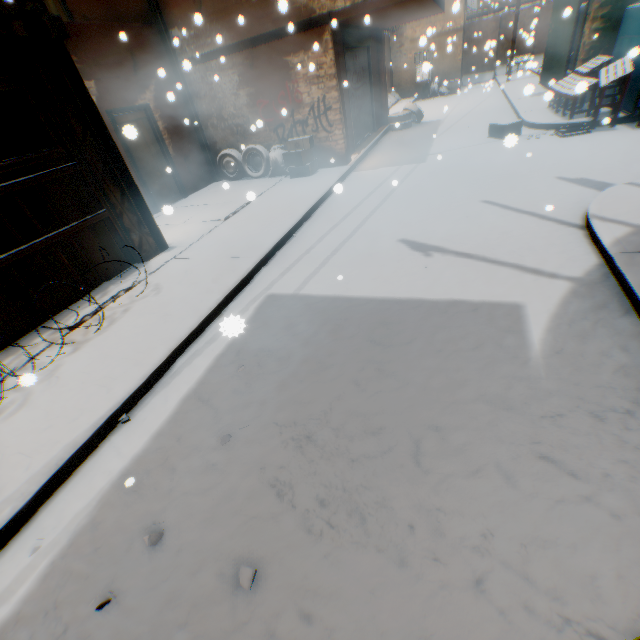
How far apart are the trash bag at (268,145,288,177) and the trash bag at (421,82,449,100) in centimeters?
1582cm

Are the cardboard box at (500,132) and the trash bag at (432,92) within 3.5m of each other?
no

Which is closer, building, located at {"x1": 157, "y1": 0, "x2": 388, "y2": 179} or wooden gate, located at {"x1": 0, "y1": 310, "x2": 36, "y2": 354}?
wooden gate, located at {"x1": 0, "y1": 310, "x2": 36, "y2": 354}

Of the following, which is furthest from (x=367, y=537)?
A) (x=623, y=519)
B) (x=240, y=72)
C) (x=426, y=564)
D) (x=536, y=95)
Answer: (x=536, y=95)

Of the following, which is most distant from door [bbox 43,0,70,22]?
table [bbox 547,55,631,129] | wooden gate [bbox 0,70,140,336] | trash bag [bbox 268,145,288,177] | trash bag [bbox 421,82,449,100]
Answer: trash bag [bbox 421,82,449,100]

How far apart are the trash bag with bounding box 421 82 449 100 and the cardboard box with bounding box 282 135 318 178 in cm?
1568

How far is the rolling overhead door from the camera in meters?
9.8 m

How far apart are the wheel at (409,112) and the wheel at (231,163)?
3.91m
